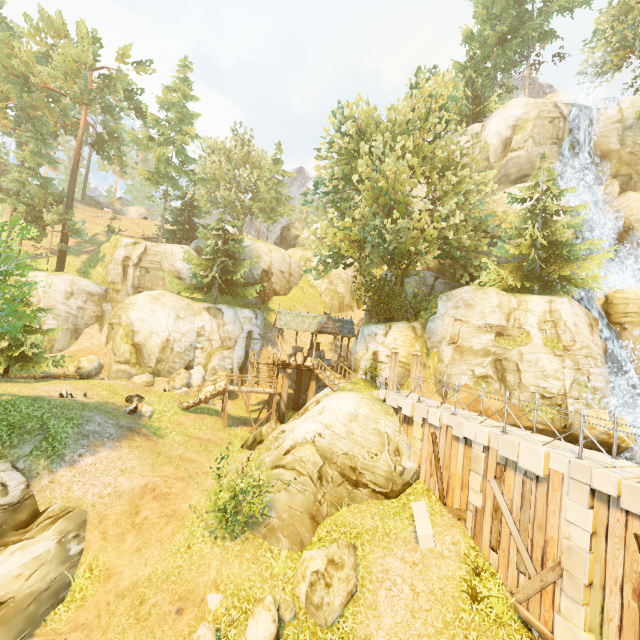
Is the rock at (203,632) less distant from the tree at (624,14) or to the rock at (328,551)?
the rock at (328,551)

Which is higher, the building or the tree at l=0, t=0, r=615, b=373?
the tree at l=0, t=0, r=615, b=373

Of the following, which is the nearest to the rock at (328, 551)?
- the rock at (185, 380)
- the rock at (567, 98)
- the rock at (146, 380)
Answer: the rock at (185, 380)

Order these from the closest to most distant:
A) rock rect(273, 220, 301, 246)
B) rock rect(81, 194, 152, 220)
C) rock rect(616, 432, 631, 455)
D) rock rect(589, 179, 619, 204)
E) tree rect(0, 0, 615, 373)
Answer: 1. rock rect(616, 432, 631, 455)
2. tree rect(0, 0, 615, 373)
3. rock rect(589, 179, 619, 204)
4. rock rect(81, 194, 152, 220)
5. rock rect(273, 220, 301, 246)

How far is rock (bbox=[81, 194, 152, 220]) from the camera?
53.4 meters

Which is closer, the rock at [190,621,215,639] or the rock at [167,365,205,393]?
the rock at [190,621,215,639]

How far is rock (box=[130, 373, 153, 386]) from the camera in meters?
24.0 m

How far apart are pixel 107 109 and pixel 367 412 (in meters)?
41.11
